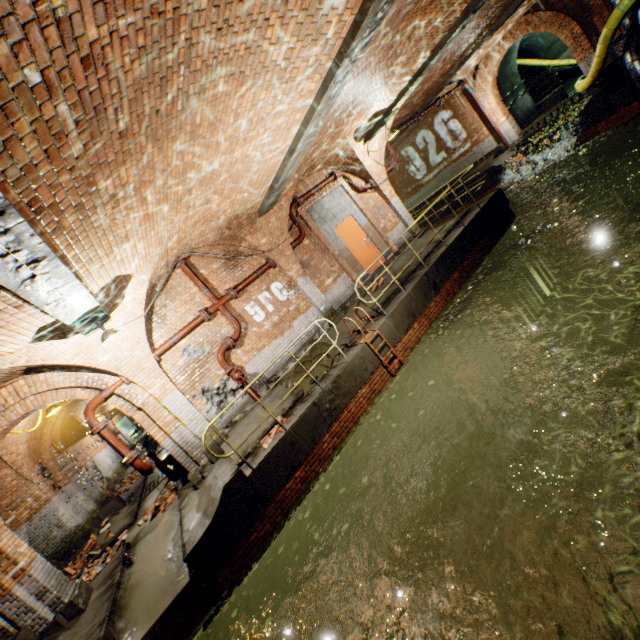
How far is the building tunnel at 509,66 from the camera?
17.84m

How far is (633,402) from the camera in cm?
Answer: 782

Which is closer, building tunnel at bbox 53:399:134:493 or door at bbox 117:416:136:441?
building tunnel at bbox 53:399:134:493

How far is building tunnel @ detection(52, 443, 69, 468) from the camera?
12.85m

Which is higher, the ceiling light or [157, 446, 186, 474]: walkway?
the ceiling light

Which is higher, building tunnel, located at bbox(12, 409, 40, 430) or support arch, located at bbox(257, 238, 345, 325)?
building tunnel, located at bbox(12, 409, 40, 430)

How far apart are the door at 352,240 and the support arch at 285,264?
1.8m
